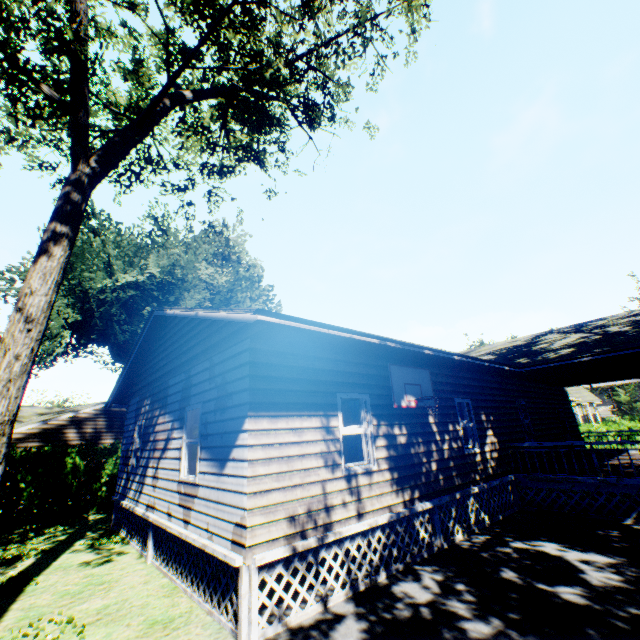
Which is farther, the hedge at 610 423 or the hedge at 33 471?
the hedge at 610 423

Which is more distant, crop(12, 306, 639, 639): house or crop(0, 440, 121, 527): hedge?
crop(0, 440, 121, 527): hedge

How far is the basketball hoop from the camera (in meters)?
7.64

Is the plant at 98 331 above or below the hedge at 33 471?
above

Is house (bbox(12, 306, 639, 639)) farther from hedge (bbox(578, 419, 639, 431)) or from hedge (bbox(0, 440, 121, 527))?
hedge (bbox(578, 419, 639, 431))

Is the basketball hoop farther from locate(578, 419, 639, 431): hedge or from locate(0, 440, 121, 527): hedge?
locate(578, 419, 639, 431): hedge

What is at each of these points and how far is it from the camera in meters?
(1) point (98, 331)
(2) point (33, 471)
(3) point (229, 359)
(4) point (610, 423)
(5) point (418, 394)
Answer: (1) plant, 28.6
(2) hedge, 13.4
(3) house, 6.4
(4) hedge, 22.9
(5) basketball hoop, 8.2

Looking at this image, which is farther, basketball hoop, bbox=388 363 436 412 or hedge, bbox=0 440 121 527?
hedge, bbox=0 440 121 527
